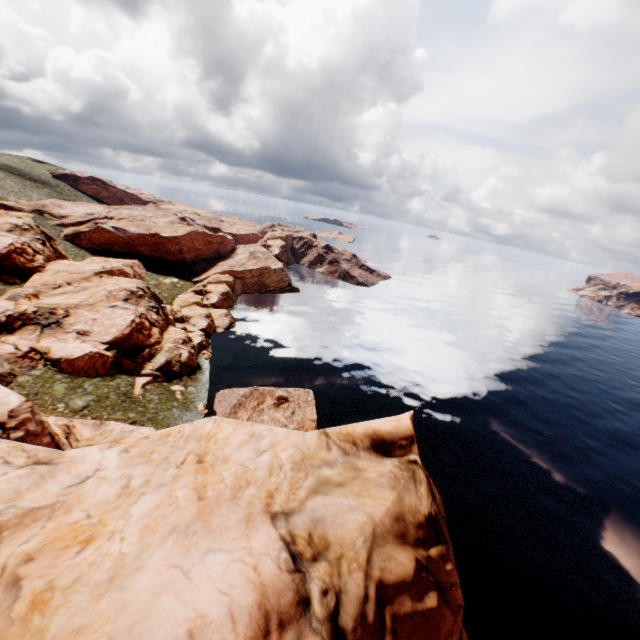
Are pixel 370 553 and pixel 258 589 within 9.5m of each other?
yes
